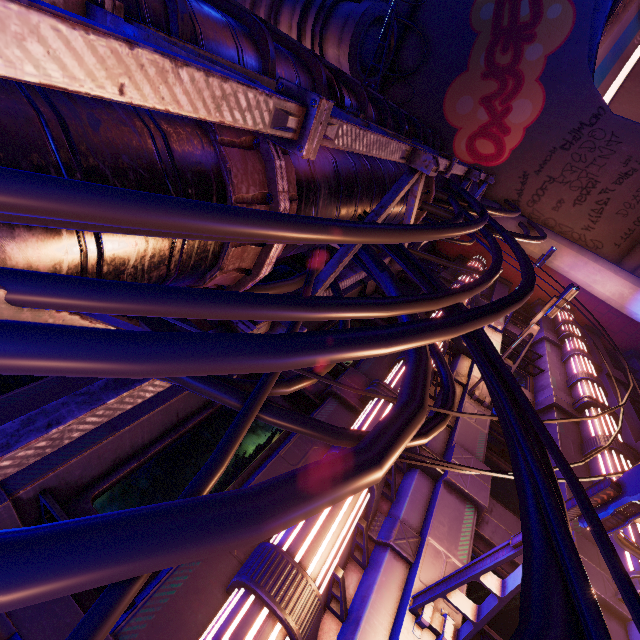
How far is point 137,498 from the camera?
4.3 meters

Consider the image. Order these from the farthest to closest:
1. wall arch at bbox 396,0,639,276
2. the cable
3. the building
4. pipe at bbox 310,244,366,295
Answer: wall arch at bbox 396,0,639,276
the building
pipe at bbox 310,244,366,295
the cable

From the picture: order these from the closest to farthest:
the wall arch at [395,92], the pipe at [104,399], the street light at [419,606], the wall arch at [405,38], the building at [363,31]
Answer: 1. the pipe at [104,399]
2. the street light at [419,606]
3. the building at [363,31]
4. the wall arch at [405,38]
5. the wall arch at [395,92]

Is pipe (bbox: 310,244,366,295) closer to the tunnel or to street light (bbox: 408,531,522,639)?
street light (bbox: 408,531,522,639)

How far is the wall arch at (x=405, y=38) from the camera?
14.45m

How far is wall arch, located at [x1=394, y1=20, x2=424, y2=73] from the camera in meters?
14.5

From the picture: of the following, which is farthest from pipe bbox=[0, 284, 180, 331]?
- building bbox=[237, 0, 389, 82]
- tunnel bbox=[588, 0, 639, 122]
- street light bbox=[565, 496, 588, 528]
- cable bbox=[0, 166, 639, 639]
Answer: tunnel bbox=[588, 0, 639, 122]

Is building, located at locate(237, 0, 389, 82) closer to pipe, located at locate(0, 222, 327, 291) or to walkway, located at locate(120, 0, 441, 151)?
walkway, located at locate(120, 0, 441, 151)
